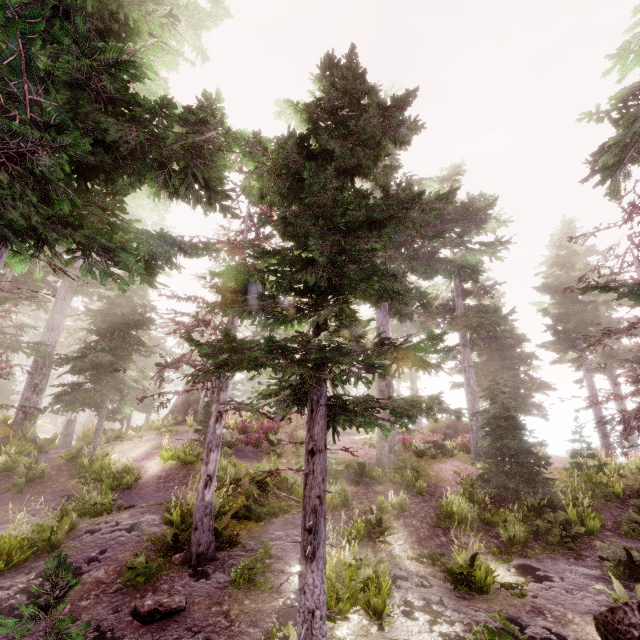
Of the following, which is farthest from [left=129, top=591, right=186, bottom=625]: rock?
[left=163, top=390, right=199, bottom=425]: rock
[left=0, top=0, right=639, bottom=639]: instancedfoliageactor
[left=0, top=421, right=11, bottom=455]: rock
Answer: [left=163, top=390, right=199, bottom=425]: rock

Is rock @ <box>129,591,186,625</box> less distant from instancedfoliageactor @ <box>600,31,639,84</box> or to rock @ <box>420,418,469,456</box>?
instancedfoliageactor @ <box>600,31,639,84</box>

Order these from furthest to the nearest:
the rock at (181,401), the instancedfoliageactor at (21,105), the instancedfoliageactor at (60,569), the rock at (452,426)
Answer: the rock at (181,401)
the rock at (452,426)
the instancedfoliageactor at (21,105)
the instancedfoliageactor at (60,569)

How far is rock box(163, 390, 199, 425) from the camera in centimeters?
2708cm

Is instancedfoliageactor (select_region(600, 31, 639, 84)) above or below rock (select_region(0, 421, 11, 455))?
above

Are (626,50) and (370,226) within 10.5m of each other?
yes

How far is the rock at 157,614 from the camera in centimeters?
626cm

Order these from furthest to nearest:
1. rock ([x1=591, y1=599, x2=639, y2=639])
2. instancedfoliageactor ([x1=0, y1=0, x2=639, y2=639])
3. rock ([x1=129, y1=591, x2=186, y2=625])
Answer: rock ([x1=129, y1=591, x2=186, y2=625])
rock ([x1=591, y1=599, x2=639, y2=639])
instancedfoliageactor ([x1=0, y1=0, x2=639, y2=639])
